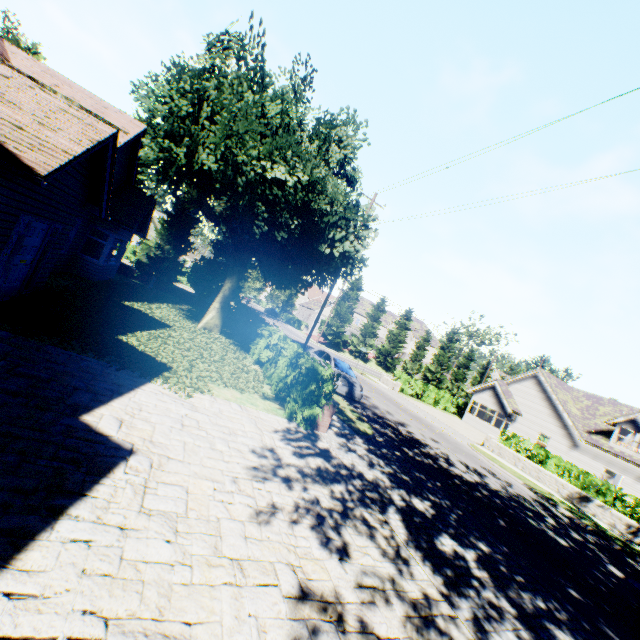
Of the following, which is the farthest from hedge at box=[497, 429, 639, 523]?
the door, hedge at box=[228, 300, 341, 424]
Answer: the door

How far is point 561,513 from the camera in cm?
1345

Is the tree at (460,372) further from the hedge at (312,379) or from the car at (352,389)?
the car at (352,389)

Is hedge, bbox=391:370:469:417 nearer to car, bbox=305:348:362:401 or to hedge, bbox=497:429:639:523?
hedge, bbox=497:429:639:523

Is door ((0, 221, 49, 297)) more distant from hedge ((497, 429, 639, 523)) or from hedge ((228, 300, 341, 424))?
hedge ((497, 429, 639, 523))

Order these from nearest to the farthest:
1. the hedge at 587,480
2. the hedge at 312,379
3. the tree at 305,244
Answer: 1. the hedge at 312,379
2. the tree at 305,244
3. the hedge at 587,480

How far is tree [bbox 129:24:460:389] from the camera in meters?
11.6

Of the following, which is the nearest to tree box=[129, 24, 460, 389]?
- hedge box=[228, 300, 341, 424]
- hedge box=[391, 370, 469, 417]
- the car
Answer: hedge box=[228, 300, 341, 424]
